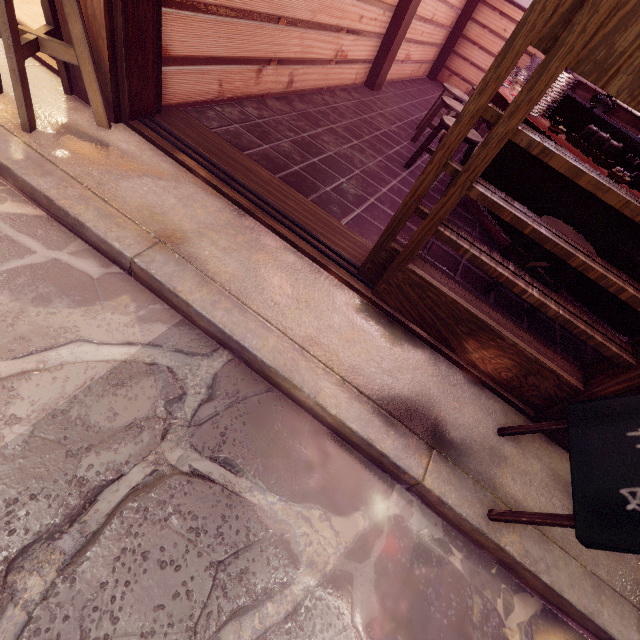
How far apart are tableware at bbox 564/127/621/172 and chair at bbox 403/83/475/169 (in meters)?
2.58

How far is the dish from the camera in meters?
5.0

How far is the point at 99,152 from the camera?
3.69m

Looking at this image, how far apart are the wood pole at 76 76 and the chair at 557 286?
5.6m

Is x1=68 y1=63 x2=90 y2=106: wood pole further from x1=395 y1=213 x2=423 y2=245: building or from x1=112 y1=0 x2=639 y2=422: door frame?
x1=395 y1=213 x2=423 y2=245: building

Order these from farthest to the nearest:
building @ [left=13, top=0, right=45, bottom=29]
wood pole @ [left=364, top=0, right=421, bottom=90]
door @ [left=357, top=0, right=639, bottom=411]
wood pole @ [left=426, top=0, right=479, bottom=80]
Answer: wood pole @ [left=426, top=0, right=479, bottom=80]
wood pole @ [left=364, top=0, right=421, bottom=90]
building @ [left=13, top=0, right=45, bottom=29]
door @ [left=357, top=0, right=639, bottom=411]

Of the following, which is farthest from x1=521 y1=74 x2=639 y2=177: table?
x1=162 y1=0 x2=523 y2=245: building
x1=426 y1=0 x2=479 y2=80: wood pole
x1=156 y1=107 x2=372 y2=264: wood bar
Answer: x1=426 y1=0 x2=479 y2=80: wood pole

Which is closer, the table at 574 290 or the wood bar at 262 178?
the wood bar at 262 178
